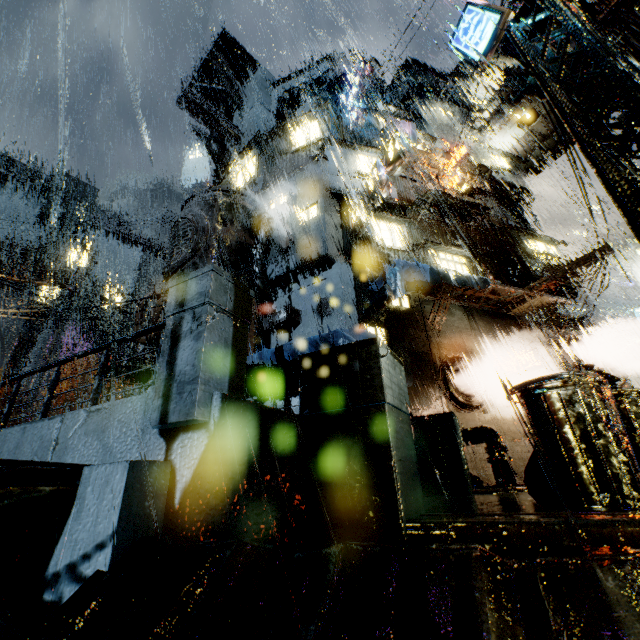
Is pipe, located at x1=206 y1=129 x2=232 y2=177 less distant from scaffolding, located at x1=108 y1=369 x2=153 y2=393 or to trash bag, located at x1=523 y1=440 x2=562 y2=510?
scaffolding, located at x1=108 y1=369 x2=153 y2=393

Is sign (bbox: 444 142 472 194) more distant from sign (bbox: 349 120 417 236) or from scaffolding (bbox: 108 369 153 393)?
scaffolding (bbox: 108 369 153 393)

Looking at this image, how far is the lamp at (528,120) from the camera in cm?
733

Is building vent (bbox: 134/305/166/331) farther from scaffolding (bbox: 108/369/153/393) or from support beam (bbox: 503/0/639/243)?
support beam (bbox: 503/0/639/243)

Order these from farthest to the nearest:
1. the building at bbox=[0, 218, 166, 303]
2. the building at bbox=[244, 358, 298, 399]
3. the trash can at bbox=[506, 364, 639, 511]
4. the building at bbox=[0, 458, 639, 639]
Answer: the building at bbox=[0, 218, 166, 303] < the building at bbox=[244, 358, 298, 399] < the trash can at bbox=[506, 364, 639, 511] < the building at bbox=[0, 458, 639, 639]

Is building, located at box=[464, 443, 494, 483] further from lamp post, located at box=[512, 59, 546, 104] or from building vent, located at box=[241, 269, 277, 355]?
lamp post, located at box=[512, 59, 546, 104]

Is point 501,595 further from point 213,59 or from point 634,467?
point 213,59

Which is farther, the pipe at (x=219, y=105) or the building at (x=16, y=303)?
the building at (x=16, y=303)
